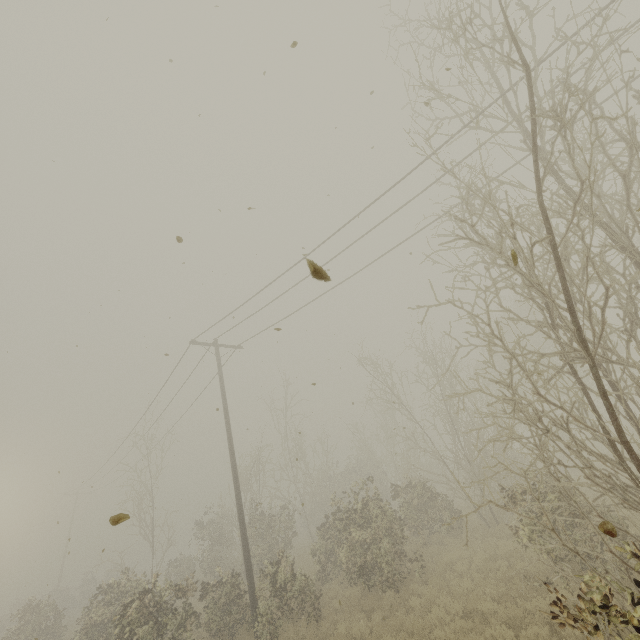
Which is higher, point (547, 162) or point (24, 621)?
point (547, 162)
